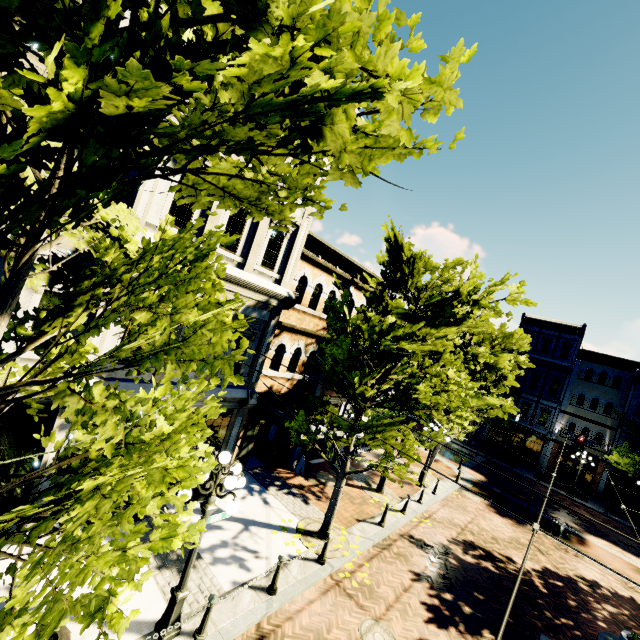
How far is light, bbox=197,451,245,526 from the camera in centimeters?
593cm

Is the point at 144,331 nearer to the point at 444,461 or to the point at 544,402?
the point at 444,461

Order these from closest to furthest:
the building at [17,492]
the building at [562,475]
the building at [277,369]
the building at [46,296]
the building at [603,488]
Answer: the building at [46,296], the building at [17,492], the building at [277,369], the building at [603,488], the building at [562,475]

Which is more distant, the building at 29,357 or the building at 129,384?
the building at 129,384

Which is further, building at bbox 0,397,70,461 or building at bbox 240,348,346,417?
building at bbox 240,348,346,417

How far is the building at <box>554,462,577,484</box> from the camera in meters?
28.6 m

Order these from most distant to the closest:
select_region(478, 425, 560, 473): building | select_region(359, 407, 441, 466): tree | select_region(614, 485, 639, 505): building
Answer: select_region(478, 425, 560, 473): building → select_region(614, 485, 639, 505): building → select_region(359, 407, 441, 466): tree
